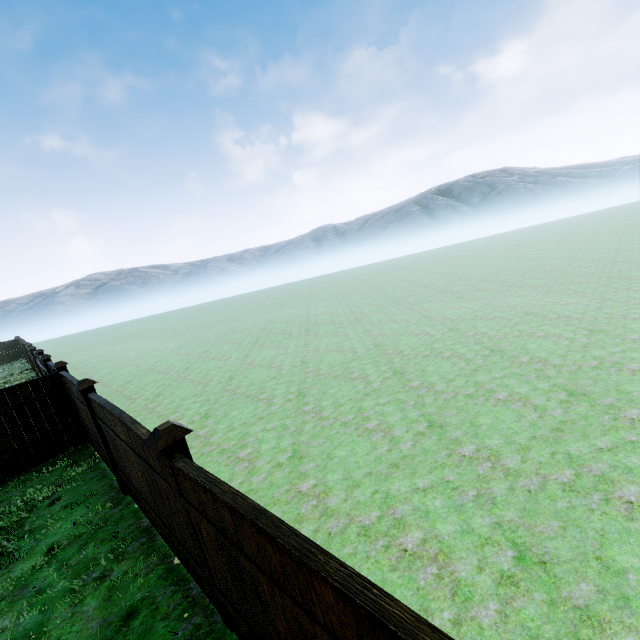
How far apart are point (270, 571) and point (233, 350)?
13.4 meters

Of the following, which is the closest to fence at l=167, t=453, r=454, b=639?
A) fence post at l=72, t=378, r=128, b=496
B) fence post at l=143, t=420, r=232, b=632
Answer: fence post at l=143, t=420, r=232, b=632

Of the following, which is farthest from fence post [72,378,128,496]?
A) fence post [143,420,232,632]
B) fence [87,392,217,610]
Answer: fence post [143,420,232,632]

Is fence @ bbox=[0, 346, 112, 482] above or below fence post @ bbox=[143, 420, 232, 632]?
below

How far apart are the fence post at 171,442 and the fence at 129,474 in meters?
0.0 m

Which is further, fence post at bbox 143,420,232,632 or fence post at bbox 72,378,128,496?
fence post at bbox 72,378,128,496

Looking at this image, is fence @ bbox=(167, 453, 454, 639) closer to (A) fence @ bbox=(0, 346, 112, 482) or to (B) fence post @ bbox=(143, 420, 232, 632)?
(B) fence post @ bbox=(143, 420, 232, 632)

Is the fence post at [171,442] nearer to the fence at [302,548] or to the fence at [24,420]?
the fence at [302,548]
